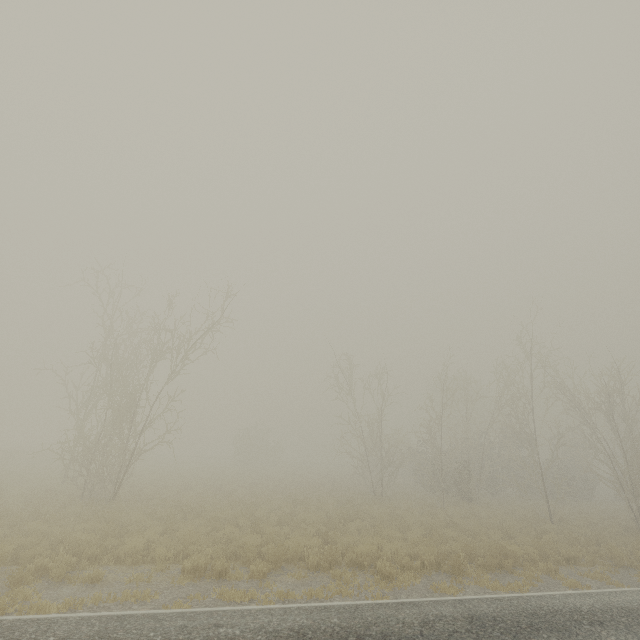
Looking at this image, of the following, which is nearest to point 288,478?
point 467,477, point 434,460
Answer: point 434,460

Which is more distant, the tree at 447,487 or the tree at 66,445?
the tree at 447,487

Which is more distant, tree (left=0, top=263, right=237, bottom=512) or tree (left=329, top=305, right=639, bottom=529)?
tree (left=329, top=305, right=639, bottom=529)
